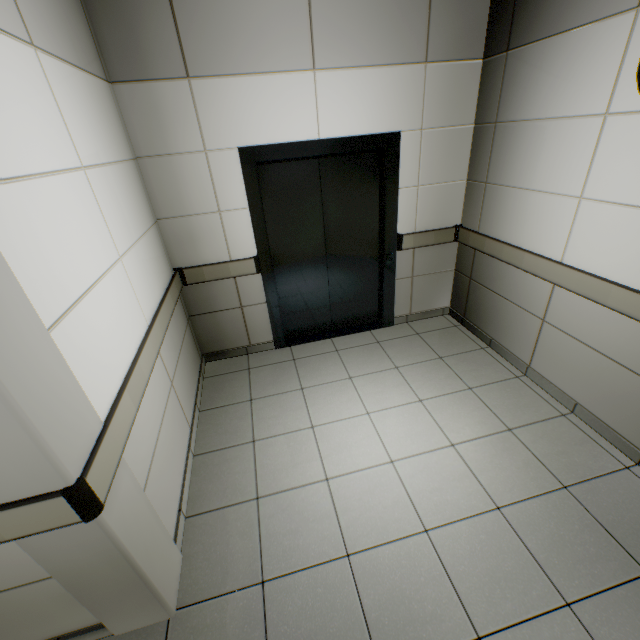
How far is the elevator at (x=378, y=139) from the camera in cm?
284

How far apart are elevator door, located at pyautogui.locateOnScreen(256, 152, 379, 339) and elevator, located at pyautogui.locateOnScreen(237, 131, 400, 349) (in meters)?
0.01

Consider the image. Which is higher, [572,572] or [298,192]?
[298,192]

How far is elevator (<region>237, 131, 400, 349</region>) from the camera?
2.8m

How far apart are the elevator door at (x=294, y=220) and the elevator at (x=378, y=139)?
0.0 meters

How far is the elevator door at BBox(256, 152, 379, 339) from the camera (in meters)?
3.12
